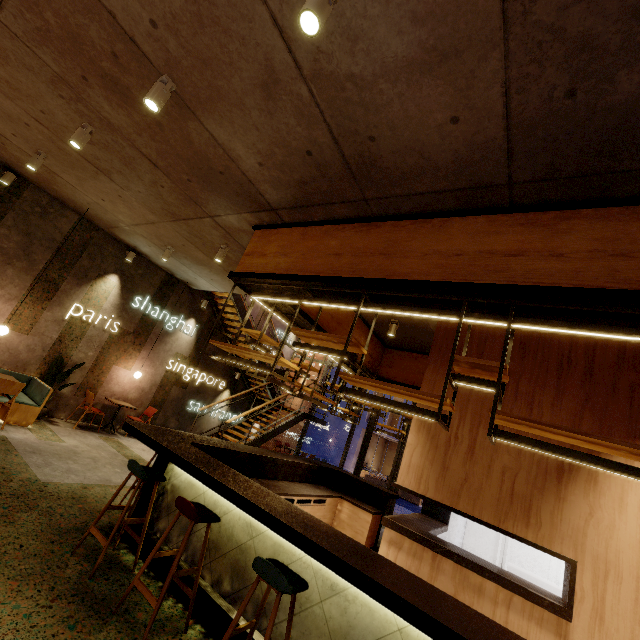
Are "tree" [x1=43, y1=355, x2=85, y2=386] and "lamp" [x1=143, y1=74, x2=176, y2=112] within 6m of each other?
no

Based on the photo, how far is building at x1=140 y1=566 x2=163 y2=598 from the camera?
3.14m

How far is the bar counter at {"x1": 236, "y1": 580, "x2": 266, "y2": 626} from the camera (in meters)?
2.85

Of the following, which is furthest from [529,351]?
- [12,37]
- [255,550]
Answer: [12,37]

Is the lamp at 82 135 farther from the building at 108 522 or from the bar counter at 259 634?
the bar counter at 259 634

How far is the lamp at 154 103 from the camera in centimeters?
312cm

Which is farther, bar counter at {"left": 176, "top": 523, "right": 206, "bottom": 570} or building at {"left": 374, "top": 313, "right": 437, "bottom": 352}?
building at {"left": 374, "top": 313, "right": 437, "bottom": 352}

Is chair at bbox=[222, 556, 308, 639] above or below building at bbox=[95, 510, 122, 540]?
above
